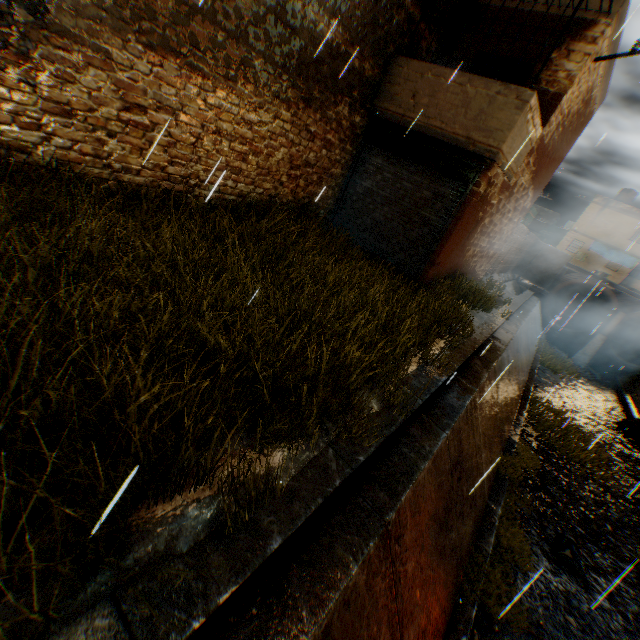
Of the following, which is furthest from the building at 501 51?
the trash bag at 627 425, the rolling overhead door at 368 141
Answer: the trash bag at 627 425

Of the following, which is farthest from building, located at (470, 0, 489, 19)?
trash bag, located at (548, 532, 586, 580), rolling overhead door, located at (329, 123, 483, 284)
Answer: trash bag, located at (548, 532, 586, 580)

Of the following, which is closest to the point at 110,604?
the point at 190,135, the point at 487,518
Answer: the point at 190,135

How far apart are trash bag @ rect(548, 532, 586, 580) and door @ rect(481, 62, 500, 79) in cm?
1089

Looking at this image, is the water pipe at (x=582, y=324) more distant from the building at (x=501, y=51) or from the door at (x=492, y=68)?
the door at (x=492, y=68)

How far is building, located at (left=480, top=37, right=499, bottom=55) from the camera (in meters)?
8.68

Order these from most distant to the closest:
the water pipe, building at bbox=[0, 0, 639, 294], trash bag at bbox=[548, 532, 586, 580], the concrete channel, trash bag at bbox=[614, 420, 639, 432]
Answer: the water pipe
trash bag at bbox=[614, 420, 639, 432]
trash bag at bbox=[548, 532, 586, 580]
building at bbox=[0, 0, 639, 294]
the concrete channel

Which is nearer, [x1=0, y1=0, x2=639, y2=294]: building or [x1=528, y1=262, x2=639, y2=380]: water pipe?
[x1=0, y1=0, x2=639, y2=294]: building
